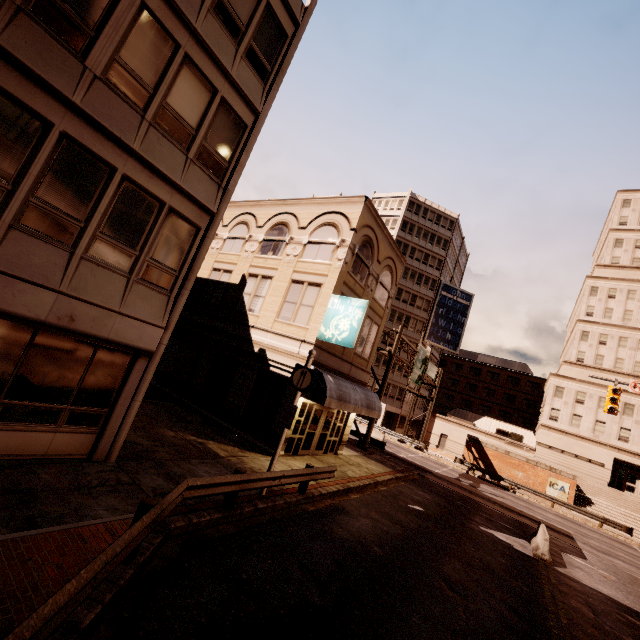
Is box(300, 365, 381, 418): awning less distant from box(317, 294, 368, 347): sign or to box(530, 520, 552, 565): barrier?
box(317, 294, 368, 347): sign

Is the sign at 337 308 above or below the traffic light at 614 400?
below

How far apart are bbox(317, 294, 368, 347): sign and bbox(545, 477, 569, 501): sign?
32.9 meters

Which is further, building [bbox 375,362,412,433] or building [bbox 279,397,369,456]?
building [bbox 375,362,412,433]

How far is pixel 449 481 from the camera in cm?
2525

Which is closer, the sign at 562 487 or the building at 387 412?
the sign at 562 487

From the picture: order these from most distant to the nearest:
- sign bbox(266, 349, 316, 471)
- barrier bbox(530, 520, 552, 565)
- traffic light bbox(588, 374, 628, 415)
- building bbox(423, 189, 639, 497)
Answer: building bbox(423, 189, 639, 497) < traffic light bbox(588, 374, 628, 415) < barrier bbox(530, 520, 552, 565) < sign bbox(266, 349, 316, 471)

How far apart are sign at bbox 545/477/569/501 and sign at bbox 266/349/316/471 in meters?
35.9 m
